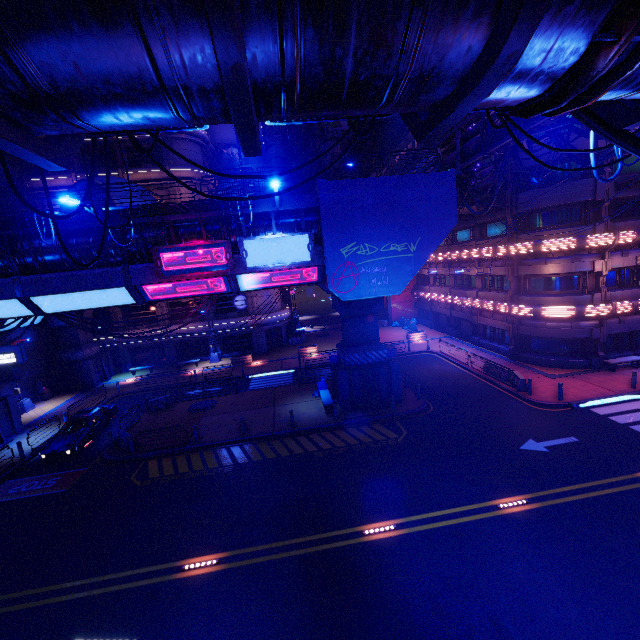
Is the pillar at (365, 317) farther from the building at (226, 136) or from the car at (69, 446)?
the building at (226, 136)

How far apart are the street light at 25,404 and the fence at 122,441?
14.0m

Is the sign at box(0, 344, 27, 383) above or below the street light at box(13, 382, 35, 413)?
above

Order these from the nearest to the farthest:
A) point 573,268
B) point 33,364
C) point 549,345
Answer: point 573,268, point 549,345, point 33,364

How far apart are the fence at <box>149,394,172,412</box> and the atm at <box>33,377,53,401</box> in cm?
1305

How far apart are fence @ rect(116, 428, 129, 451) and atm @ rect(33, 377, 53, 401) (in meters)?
15.82

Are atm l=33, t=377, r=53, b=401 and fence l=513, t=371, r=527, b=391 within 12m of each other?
no

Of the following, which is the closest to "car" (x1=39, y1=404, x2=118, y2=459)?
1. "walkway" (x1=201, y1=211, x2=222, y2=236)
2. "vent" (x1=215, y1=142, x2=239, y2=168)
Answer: "walkway" (x1=201, y1=211, x2=222, y2=236)
